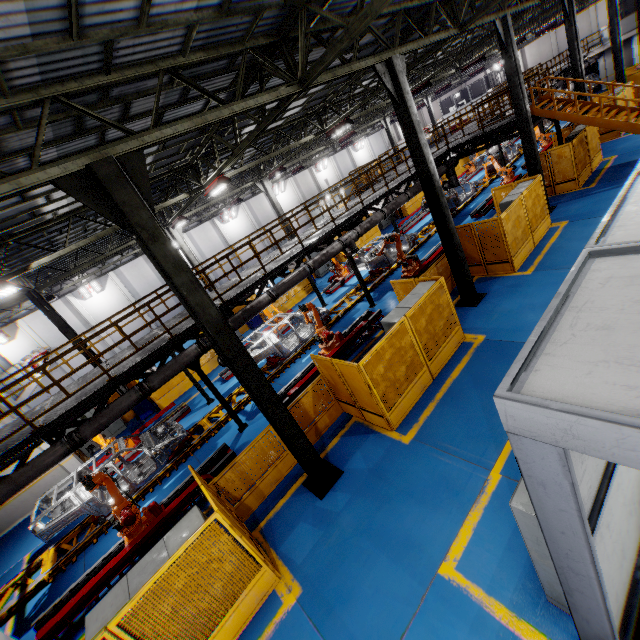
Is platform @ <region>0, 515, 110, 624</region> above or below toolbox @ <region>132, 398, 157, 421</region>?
below

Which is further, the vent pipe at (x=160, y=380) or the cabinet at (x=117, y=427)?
the cabinet at (x=117, y=427)

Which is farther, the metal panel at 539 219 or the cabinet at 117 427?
the cabinet at 117 427

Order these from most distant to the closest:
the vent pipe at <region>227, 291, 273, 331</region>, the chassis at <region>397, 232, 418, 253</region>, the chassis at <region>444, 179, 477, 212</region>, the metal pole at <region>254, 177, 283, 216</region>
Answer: the metal pole at <region>254, 177, 283, 216</region>, the chassis at <region>444, 179, 477, 212</region>, the chassis at <region>397, 232, 418, 253</region>, the vent pipe at <region>227, 291, 273, 331</region>

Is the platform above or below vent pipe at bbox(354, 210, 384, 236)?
below

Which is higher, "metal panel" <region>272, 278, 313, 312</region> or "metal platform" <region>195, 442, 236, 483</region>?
"metal panel" <region>272, 278, 313, 312</region>

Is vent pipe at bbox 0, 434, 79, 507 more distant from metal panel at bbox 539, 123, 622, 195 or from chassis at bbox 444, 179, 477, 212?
metal panel at bbox 539, 123, 622, 195

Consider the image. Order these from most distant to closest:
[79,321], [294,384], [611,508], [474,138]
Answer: [79,321] → [474,138] → [294,384] → [611,508]
